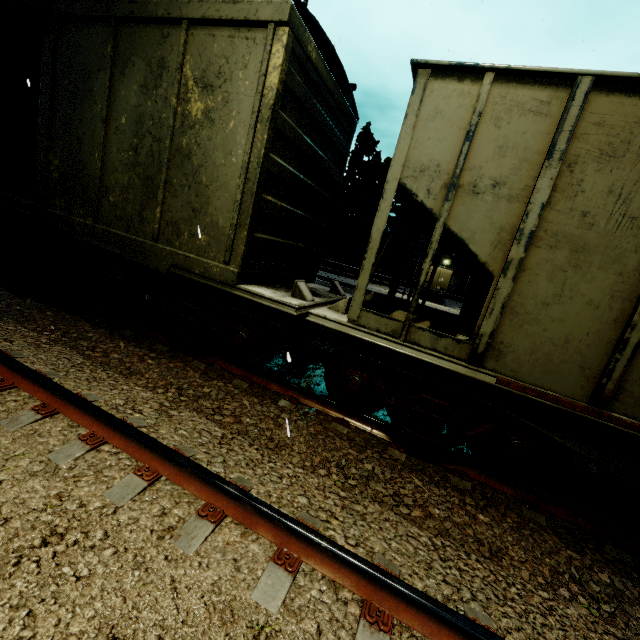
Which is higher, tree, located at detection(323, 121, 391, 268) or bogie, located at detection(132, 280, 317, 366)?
tree, located at detection(323, 121, 391, 268)

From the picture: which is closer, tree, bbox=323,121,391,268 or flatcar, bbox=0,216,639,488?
flatcar, bbox=0,216,639,488

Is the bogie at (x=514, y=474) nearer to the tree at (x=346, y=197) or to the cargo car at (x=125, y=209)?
the cargo car at (x=125, y=209)

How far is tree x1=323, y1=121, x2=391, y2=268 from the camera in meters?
33.8

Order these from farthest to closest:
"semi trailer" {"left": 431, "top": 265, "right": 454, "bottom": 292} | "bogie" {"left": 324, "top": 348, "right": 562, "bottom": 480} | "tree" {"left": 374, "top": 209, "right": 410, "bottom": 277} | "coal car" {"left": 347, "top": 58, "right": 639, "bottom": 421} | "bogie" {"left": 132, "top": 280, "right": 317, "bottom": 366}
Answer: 1. "tree" {"left": 374, "top": 209, "right": 410, "bottom": 277}
2. "semi trailer" {"left": 431, "top": 265, "right": 454, "bottom": 292}
3. "bogie" {"left": 132, "top": 280, "right": 317, "bottom": 366}
4. "bogie" {"left": 324, "top": 348, "right": 562, "bottom": 480}
5. "coal car" {"left": 347, "top": 58, "right": 639, "bottom": 421}

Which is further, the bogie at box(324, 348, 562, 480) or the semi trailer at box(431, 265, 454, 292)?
the semi trailer at box(431, 265, 454, 292)

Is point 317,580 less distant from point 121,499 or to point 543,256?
point 121,499
